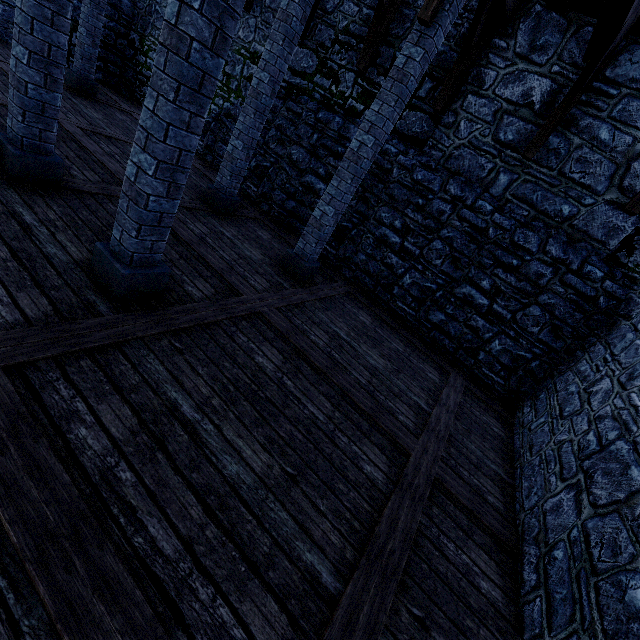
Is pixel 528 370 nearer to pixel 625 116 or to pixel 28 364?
pixel 625 116

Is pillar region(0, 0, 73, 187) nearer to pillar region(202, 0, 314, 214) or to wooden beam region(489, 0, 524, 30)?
pillar region(202, 0, 314, 214)

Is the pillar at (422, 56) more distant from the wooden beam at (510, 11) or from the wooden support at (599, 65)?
the wooden support at (599, 65)

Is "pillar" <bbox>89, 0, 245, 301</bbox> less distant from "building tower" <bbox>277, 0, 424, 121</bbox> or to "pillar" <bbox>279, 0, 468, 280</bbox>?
"pillar" <bbox>279, 0, 468, 280</bbox>

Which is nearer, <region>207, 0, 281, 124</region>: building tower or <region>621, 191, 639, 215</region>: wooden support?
<region>621, 191, 639, 215</region>: wooden support

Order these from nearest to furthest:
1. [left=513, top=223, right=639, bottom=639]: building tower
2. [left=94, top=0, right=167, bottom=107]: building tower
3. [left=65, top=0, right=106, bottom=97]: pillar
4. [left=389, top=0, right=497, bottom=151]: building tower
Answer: [left=513, top=223, right=639, bottom=639]: building tower
[left=389, top=0, right=497, bottom=151]: building tower
[left=65, top=0, right=106, bottom=97]: pillar
[left=94, top=0, right=167, bottom=107]: building tower

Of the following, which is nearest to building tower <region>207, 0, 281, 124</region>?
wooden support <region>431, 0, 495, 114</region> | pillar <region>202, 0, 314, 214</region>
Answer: wooden support <region>431, 0, 495, 114</region>

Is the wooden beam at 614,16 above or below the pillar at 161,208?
above
